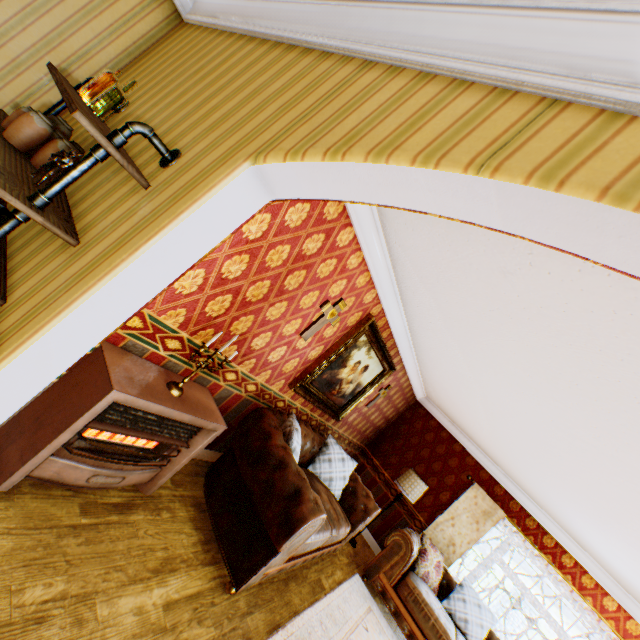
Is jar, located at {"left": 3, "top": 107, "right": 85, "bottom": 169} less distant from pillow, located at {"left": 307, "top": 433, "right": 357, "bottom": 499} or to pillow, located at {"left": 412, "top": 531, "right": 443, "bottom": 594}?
pillow, located at {"left": 307, "top": 433, "right": 357, "bottom": 499}

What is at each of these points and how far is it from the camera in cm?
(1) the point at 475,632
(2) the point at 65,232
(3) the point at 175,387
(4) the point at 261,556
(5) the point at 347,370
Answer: (1) pillow, 520
(2) shelf, 146
(3) candle holder, 254
(4) couch, 278
(5) painting, 475

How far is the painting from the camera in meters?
4.1 m

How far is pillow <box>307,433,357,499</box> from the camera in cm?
484

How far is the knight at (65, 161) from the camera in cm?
155

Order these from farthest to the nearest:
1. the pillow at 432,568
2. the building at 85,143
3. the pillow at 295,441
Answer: the pillow at 432,568 → the pillow at 295,441 → the building at 85,143

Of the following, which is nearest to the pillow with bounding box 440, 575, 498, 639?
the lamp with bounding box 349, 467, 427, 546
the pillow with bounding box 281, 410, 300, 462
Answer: the lamp with bounding box 349, 467, 427, 546

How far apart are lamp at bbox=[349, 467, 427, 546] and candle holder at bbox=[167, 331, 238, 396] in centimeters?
502cm
